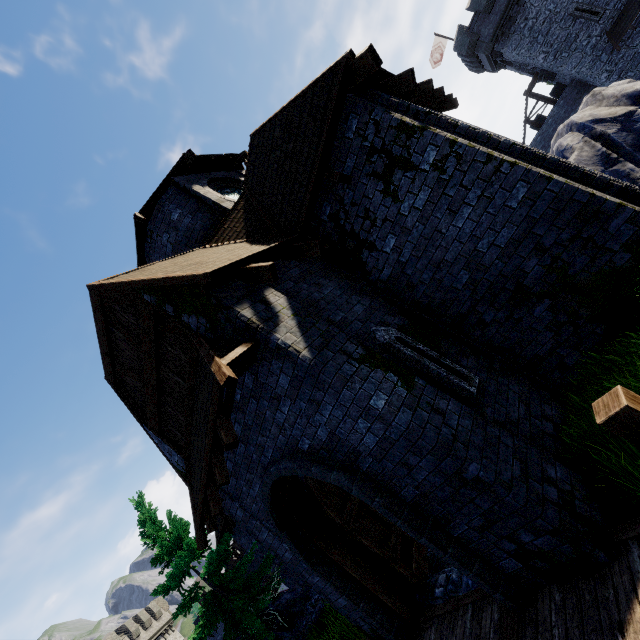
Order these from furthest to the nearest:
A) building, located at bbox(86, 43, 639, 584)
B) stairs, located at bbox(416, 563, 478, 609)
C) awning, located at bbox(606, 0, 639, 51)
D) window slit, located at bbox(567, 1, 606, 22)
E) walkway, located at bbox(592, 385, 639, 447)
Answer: window slit, located at bbox(567, 1, 606, 22) < awning, located at bbox(606, 0, 639, 51) < stairs, located at bbox(416, 563, 478, 609) < building, located at bbox(86, 43, 639, 584) < walkway, located at bbox(592, 385, 639, 447)

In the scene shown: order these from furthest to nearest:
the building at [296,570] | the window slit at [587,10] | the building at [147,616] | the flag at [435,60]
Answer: the flag at [435,60]
the building at [147,616]
the window slit at [587,10]
the building at [296,570]

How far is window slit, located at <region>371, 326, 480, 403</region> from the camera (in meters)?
5.07

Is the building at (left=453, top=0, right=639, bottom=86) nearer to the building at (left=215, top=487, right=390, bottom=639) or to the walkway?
the building at (left=215, top=487, right=390, bottom=639)

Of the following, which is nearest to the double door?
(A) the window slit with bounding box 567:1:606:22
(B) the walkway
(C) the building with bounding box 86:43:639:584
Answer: (C) the building with bounding box 86:43:639:584

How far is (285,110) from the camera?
6.61m

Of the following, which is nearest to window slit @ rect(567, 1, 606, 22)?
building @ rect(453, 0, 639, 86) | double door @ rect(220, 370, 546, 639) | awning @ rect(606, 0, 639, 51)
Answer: building @ rect(453, 0, 639, 86)

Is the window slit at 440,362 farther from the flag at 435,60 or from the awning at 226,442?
the flag at 435,60
